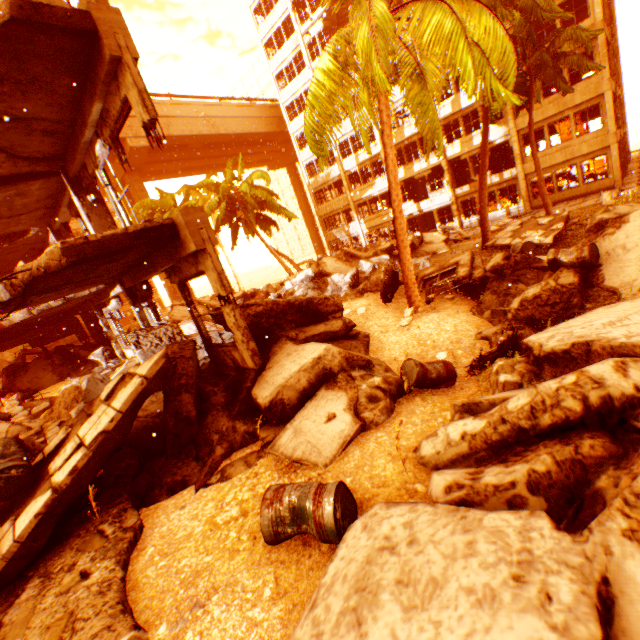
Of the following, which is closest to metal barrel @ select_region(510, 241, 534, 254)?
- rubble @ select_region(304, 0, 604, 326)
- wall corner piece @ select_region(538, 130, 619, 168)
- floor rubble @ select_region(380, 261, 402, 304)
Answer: rubble @ select_region(304, 0, 604, 326)

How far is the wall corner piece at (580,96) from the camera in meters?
19.0

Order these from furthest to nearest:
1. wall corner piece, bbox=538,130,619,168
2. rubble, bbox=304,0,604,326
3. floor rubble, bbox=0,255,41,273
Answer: wall corner piece, bbox=538,130,619,168 → floor rubble, bbox=0,255,41,273 → rubble, bbox=304,0,604,326

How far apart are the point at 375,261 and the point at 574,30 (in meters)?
11.80

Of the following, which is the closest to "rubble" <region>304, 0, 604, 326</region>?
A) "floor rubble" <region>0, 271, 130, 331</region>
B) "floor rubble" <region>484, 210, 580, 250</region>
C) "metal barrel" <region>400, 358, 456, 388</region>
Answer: "floor rubble" <region>484, 210, 580, 250</region>

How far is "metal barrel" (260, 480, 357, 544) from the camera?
2.9 meters

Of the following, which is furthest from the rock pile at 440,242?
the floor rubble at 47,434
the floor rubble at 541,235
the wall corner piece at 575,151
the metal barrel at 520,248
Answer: the wall corner piece at 575,151

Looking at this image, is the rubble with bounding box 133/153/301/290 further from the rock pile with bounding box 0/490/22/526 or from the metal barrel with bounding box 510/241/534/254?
the metal barrel with bounding box 510/241/534/254
